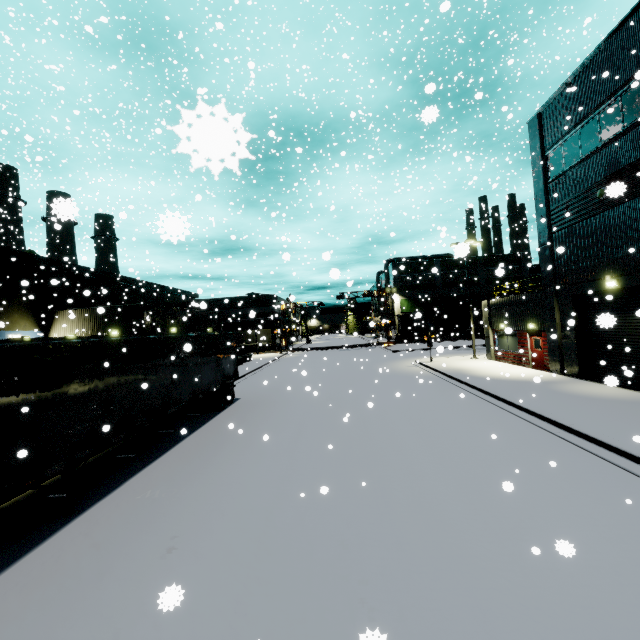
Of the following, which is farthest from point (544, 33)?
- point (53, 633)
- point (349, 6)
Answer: point (53, 633)

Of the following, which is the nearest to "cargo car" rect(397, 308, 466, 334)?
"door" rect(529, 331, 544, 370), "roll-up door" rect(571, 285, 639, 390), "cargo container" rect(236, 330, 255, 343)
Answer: "cargo container" rect(236, 330, 255, 343)

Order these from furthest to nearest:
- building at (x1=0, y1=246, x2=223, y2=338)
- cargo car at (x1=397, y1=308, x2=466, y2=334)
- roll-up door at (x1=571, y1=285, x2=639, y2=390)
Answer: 1. cargo car at (x1=397, y1=308, x2=466, y2=334)
2. building at (x1=0, y1=246, x2=223, y2=338)
3. roll-up door at (x1=571, y1=285, x2=639, y2=390)

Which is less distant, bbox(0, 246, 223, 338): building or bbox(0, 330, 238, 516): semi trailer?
bbox(0, 330, 238, 516): semi trailer

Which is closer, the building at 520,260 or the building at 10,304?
the building at 10,304

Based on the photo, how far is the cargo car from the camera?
55.2m

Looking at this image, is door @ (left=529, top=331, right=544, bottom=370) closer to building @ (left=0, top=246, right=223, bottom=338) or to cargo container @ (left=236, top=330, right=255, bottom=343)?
building @ (left=0, top=246, right=223, bottom=338)

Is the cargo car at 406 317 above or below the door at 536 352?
above
